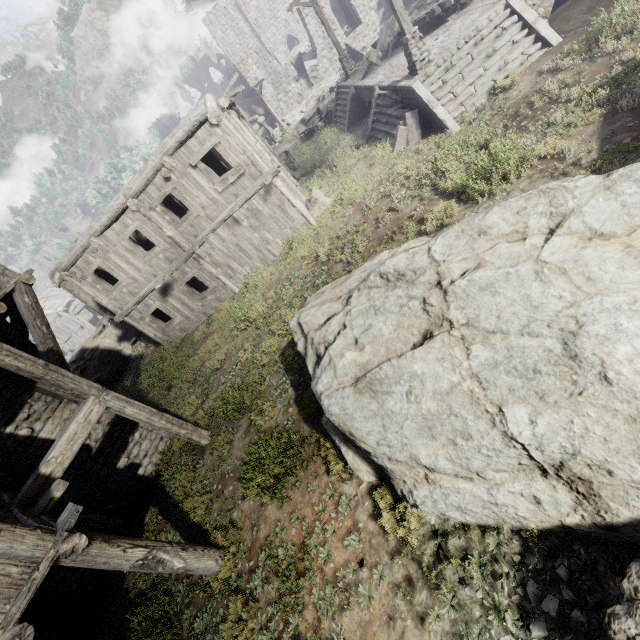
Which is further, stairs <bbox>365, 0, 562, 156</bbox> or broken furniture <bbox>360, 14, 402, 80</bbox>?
broken furniture <bbox>360, 14, 402, 80</bbox>

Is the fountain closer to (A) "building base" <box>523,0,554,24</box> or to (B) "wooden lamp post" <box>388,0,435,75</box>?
(A) "building base" <box>523,0,554,24</box>

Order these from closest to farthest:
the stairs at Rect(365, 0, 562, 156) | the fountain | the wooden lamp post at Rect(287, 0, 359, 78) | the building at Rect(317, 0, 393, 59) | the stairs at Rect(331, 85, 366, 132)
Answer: the stairs at Rect(365, 0, 562, 156) → the fountain → the wooden lamp post at Rect(287, 0, 359, 78) → the stairs at Rect(331, 85, 366, 132) → the building at Rect(317, 0, 393, 59)

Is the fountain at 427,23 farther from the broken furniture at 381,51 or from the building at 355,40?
the building at 355,40

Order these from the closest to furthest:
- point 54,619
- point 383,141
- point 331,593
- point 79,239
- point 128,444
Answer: point 331,593 → point 54,619 → point 128,444 → point 79,239 → point 383,141

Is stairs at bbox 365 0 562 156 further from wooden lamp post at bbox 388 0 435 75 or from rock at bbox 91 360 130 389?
rock at bbox 91 360 130 389

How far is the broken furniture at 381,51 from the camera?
16.30m

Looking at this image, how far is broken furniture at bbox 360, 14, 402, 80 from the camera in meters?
16.3 m
